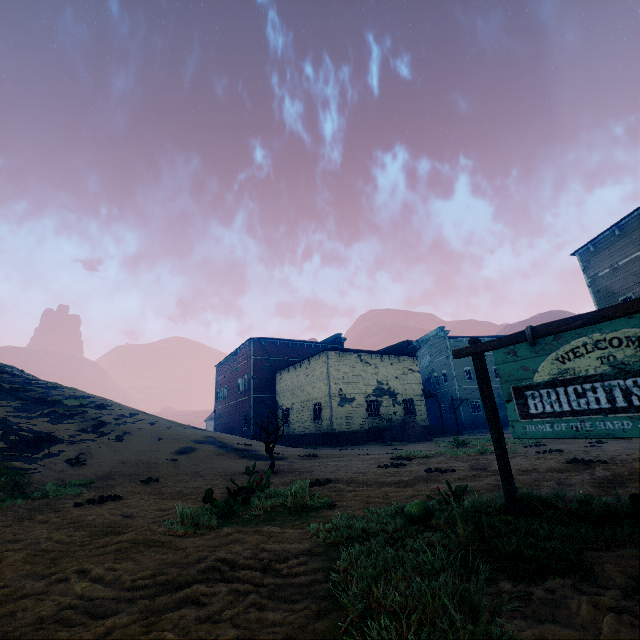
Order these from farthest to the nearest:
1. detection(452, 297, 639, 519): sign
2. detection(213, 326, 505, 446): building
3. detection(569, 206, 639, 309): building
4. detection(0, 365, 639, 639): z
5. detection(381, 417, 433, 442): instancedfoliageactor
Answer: detection(213, 326, 505, 446): building → detection(381, 417, 433, 442): instancedfoliageactor → detection(569, 206, 639, 309): building → detection(452, 297, 639, 519): sign → detection(0, 365, 639, 639): z

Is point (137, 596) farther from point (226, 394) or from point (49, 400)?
point (226, 394)

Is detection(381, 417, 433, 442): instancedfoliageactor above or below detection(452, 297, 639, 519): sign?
below

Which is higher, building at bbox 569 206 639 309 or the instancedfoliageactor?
building at bbox 569 206 639 309

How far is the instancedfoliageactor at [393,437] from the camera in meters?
22.5 m

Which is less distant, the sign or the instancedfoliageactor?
the sign

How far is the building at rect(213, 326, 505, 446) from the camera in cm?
2486

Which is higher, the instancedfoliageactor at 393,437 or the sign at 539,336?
the sign at 539,336
